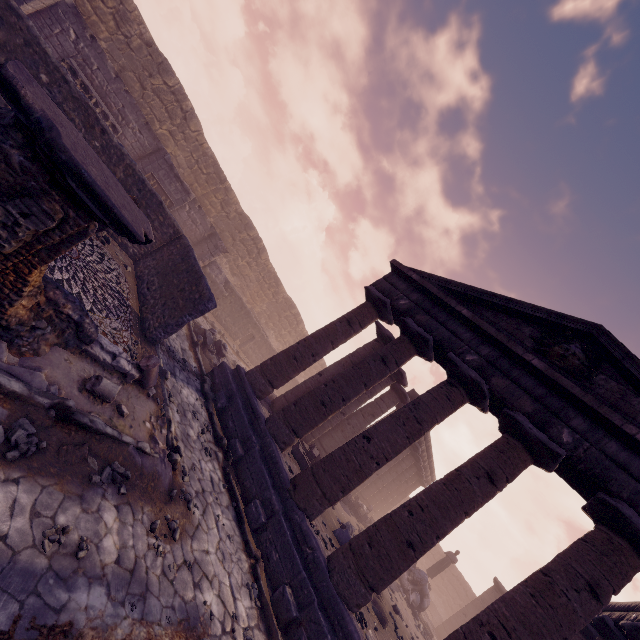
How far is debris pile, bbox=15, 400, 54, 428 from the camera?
3.7 meters

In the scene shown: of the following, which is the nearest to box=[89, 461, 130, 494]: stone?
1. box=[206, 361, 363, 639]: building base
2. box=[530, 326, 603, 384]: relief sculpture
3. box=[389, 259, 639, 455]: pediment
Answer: box=[206, 361, 363, 639]: building base

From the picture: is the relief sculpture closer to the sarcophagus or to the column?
the column

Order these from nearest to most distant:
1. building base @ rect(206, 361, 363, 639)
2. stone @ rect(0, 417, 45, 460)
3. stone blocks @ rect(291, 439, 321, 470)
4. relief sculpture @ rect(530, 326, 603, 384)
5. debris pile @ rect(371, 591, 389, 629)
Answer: stone @ rect(0, 417, 45, 460), building base @ rect(206, 361, 363, 639), relief sculpture @ rect(530, 326, 603, 384), debris pile @ rect(371, 591, 389, 629), stone blocks @ rect(291, 439, 321, 470)

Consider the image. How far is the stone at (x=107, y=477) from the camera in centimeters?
407cm

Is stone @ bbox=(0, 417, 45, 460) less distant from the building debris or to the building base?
the building base

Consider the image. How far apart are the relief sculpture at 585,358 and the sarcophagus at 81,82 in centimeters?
1576cm

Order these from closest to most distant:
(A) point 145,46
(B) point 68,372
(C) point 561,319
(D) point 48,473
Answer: (D) point 48,473, (B) point 68,372, (C) point 561,319, (A) point 145,46
